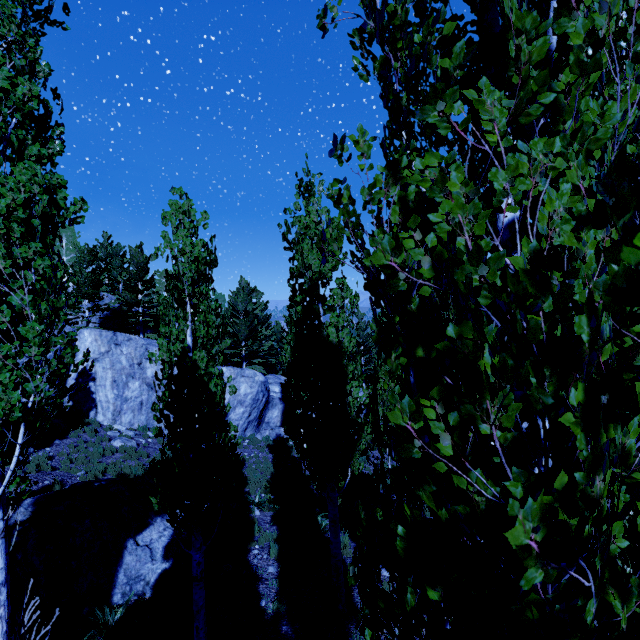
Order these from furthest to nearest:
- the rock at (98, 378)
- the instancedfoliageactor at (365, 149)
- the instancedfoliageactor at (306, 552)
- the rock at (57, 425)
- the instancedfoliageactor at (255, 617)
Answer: the rock at (98, 378) → the rock at (57, 425) → the instancedfoliageactor at (306, 552) → the instancedfoliageactor at (255, 617) → the instancedfoliageactor at (365, 149)

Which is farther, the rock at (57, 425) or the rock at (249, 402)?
the rock at (249, 402)

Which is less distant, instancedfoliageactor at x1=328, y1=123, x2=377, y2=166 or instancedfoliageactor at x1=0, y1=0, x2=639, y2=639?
instancedfoliageactor at x1=0, y1=0, x2=639, y2=639

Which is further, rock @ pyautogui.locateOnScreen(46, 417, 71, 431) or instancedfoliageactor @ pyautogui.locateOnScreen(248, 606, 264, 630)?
rock @ pyautogui.locateOnScreen(46, 417, 71, 431)

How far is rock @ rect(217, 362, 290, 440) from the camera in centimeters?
2178cm

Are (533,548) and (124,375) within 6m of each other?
no
